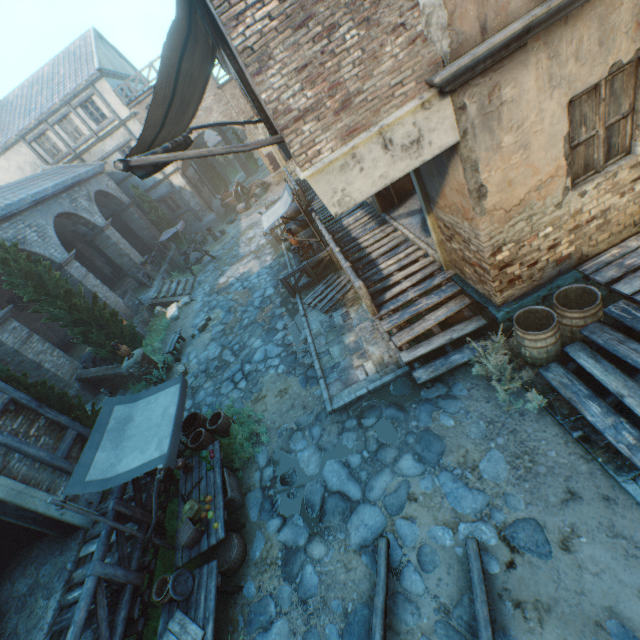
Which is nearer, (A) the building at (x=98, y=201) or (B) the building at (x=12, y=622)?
(B) the building at (x=12, y=622)

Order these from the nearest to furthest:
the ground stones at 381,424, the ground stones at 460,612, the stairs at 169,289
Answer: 1. the ground stones at 460,612
2. the ground stones at 381,424
3. the stairs at 169,289

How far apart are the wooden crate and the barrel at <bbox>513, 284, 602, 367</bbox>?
6.3 meters

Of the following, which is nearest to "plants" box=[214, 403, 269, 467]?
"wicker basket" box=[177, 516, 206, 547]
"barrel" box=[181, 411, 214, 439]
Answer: "barrel" box=[181, 411, 214, 439]

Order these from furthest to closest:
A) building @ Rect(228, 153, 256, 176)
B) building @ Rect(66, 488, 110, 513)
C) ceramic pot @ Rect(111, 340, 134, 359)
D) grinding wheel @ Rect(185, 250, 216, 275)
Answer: building @ Rect(228, 153, 256, 176), grinding wheel @ Rect(185, 250, 216, 275), ceramic pot @ Rect(111, 340, 134, 359), building @ Rect(66, 488, 110, 513)

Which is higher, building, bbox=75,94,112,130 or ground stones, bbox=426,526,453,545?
building, bbox=75,94,112,130

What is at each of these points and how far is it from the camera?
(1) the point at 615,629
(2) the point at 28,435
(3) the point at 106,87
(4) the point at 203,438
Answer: (1) ground stones, 3.50m
(2) building, 7.15m
(3) building, 20.78m
(4) wicker basket, 7.62m

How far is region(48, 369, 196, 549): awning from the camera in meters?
5.2
